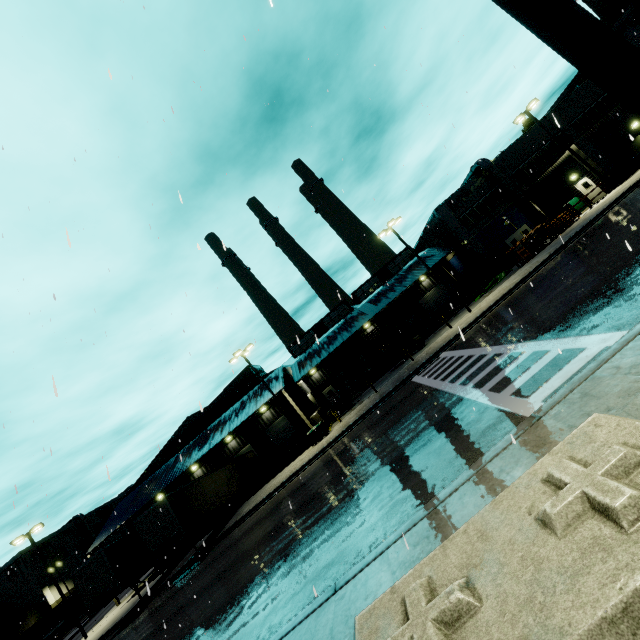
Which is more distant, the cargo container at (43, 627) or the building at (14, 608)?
the building at (14, 608)

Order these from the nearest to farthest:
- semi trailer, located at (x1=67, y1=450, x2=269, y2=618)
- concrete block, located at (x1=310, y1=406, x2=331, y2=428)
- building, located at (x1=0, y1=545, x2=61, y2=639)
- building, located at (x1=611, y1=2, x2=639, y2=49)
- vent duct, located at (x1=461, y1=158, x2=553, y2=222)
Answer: semi trailer, located at (x1=67, y1=450, x2=269, y2=618)
concrete block, located at (x1=310, y1=406, x2=331, y2=428)
vent duct, located at (x1=461, y1=158, x2=553, y2=222)
building, located at (x1=611, y1=2, x2=639, y2=49)
building, located at (x1=0, y1=545, x2=61, y2=639)

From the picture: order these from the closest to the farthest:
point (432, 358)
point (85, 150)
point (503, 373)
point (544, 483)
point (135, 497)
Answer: point (544, 483) → point (503, 373) → point (85, 150) → point (432, 358) → point (135, 497)

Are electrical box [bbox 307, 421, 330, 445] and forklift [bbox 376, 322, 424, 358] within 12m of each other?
yes

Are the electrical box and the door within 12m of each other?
no

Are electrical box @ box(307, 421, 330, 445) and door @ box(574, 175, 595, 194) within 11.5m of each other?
no

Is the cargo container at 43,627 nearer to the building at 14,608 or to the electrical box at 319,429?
the building at 14,608

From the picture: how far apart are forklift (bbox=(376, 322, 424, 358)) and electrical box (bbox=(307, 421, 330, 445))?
10.3 meters
